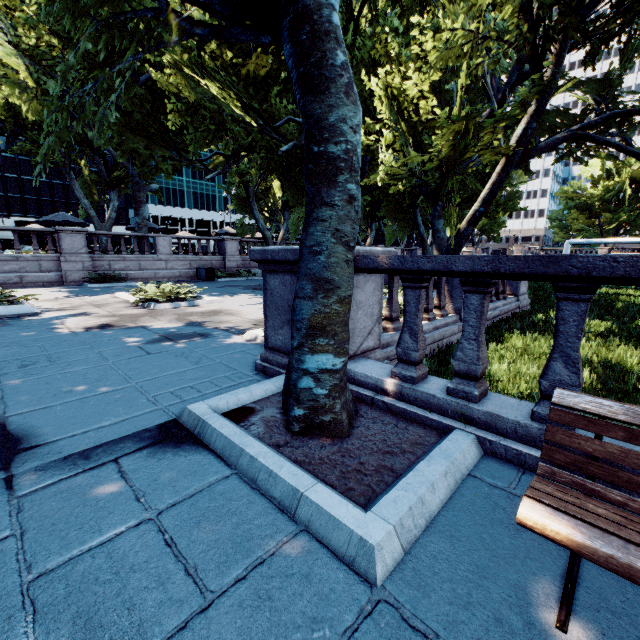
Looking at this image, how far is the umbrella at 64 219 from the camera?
20.3m

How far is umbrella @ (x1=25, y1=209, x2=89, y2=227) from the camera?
20.31m

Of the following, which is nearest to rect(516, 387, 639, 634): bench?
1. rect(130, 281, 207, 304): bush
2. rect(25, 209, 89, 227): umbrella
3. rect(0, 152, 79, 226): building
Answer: rect(130, 281, 207, 304): bush

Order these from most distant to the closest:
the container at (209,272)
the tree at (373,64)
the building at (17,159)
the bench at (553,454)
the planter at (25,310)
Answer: the building at (17,159)
the container at (209,272)
the planter at (25,310)
the tree at (373,64)
the bench at (553,454)

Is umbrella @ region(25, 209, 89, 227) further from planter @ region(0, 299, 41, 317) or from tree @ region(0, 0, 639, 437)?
planter @ region(0, 299, 41, 317)

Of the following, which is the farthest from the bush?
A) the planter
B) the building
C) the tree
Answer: the building

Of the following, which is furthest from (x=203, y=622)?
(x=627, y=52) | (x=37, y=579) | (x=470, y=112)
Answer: (x=627, y=52)

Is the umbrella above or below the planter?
above
